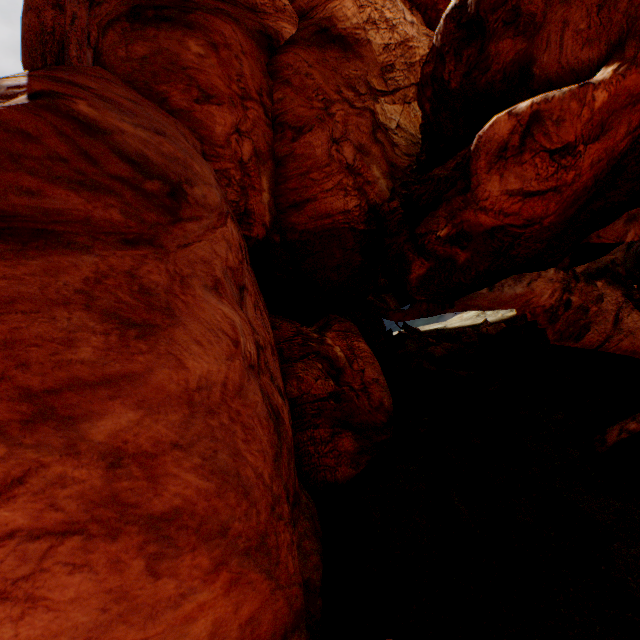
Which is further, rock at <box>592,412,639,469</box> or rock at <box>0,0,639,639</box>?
rock at <box>592,412,639,469</box>

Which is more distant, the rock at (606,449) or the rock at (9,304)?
the rock at (606,449)

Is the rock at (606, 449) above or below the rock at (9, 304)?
below

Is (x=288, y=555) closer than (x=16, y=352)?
No

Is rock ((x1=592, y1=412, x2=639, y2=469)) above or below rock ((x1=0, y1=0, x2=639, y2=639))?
below
